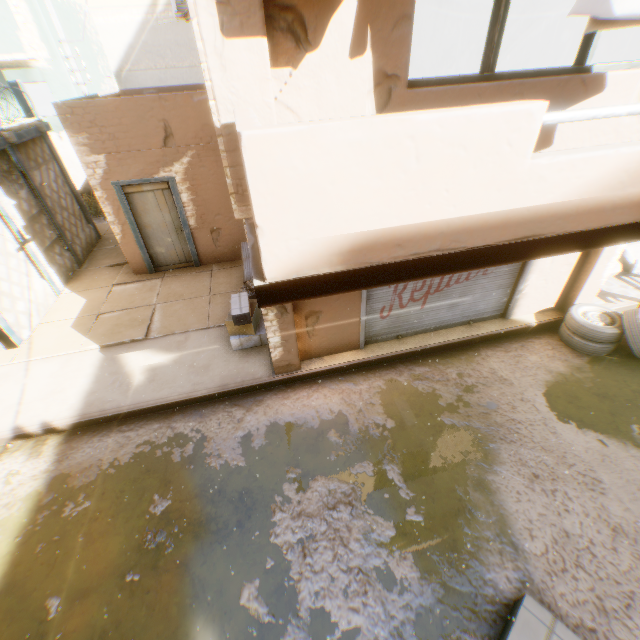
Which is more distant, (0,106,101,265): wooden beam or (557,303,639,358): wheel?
(0,106,101,265): wooden beam

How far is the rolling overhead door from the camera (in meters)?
5.93

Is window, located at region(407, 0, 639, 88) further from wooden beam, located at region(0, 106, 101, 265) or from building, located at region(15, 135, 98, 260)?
wooden beam, located at region(0, 106, 101, 265)

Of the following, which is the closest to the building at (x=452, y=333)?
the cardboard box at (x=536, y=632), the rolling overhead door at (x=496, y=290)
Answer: the rolling overhead door at (x=496, y=290)

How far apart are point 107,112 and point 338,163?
7.8m

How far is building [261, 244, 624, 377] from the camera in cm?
554

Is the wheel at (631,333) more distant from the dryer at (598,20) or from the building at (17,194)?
the dryer at (598,20)

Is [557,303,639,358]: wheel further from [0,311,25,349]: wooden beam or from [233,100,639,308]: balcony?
[0,311,25,349]: wooden beam
